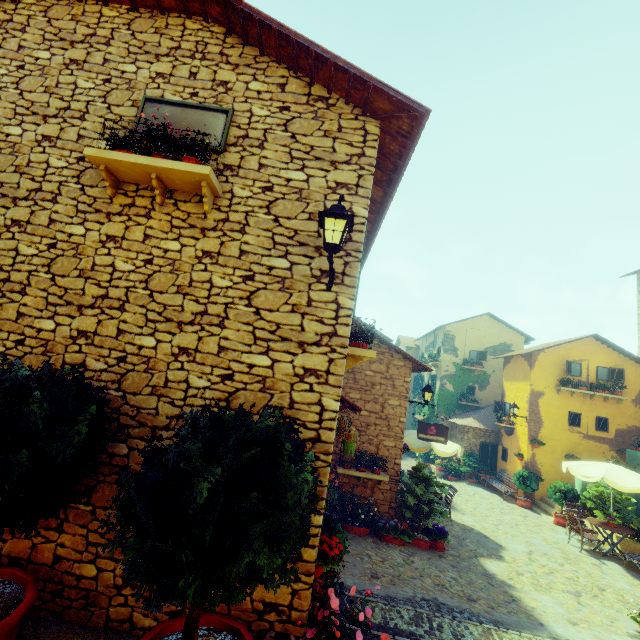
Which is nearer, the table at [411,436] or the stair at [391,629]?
the stair at [391,629]

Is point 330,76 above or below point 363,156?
above

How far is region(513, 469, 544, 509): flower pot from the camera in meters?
14.8

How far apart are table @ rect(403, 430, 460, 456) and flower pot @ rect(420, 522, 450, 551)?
1.98m

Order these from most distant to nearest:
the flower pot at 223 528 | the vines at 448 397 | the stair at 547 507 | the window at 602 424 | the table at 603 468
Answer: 1. the vines at 448 397
2. the window at 602 424
3. the stair at 547 507
4. the table at 603 468
5. the flower pot at 223 528

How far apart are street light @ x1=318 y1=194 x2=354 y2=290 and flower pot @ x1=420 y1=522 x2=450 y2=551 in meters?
8.6 m

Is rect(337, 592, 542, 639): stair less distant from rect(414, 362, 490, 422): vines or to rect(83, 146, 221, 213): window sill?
rect(83, 146, 221, 213): window sill

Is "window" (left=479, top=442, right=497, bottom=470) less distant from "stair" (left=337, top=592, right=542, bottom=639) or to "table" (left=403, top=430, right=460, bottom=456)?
"table" (left=403, top=430, right=460, bottom=456)
